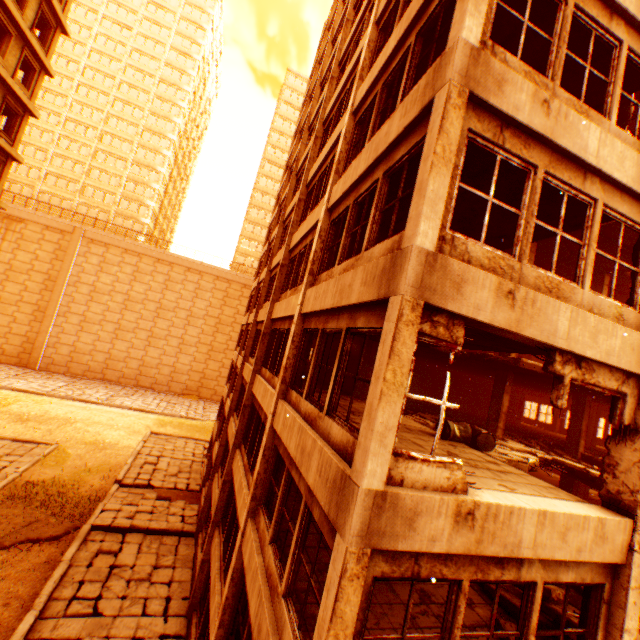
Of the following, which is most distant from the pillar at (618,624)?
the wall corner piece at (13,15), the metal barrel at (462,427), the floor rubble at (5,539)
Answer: the floor rubble at (5,539)

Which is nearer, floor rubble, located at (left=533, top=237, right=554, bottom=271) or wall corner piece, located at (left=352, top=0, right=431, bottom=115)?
wall corner piece, located at (left=352, top=0, right=431, bottom=115)

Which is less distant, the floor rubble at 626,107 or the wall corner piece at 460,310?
the wall corner piece at 460,310

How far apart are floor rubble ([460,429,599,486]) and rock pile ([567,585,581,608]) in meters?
0.9 m

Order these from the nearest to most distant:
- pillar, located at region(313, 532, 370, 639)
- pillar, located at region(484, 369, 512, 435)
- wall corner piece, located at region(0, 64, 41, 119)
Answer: pillar, located at region(313, 532, 370, 639)
pillar, located at region(484, 369, 512, 435)
wall corner piece, located at region(0, 64, 41, 119)

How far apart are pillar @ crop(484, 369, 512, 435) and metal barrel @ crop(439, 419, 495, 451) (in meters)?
5.37

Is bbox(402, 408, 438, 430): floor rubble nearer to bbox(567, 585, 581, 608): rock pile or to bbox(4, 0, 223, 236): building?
bbox(567, 585, 581, 608): rock pile

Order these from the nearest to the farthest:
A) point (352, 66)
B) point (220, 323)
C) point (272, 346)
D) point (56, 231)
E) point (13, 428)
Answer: point (352, 66)
point (272, 346)
point (13, 428)
point (56, 231)
point (220, 323)
